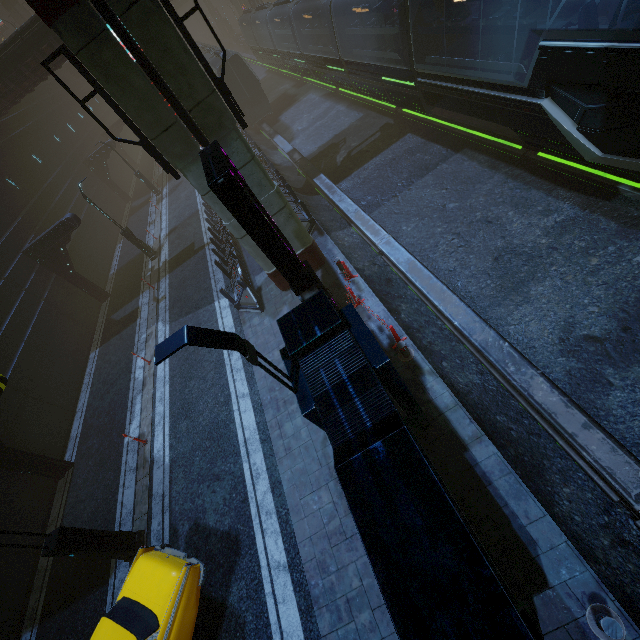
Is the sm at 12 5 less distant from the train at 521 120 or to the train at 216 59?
the train at 521 120

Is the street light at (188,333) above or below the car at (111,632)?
above

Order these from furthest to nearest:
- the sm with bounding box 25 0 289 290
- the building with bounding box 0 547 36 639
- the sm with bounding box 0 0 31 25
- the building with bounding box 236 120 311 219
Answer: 1. the sm with bounding box 0 0 31 25
2. the building with bounding box 236 120 311 219
3. the building with bounding box 0 547 36 639
4. the sm with bounding box 25 0 289 290

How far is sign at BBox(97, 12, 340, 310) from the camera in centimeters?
611cm

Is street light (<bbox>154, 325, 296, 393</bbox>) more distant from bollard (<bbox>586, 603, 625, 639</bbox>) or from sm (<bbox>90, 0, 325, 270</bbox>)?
sm (<bbox>90, 0, 325, 270</bbox>)

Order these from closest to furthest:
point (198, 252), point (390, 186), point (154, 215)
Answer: point (390, 186) < point (198, 252) < point (154, 215)

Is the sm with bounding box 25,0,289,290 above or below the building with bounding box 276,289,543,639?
above

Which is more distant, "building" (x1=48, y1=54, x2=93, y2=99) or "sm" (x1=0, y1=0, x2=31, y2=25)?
"sm" (x1=0, y1=0, x2=31, y2=25)
